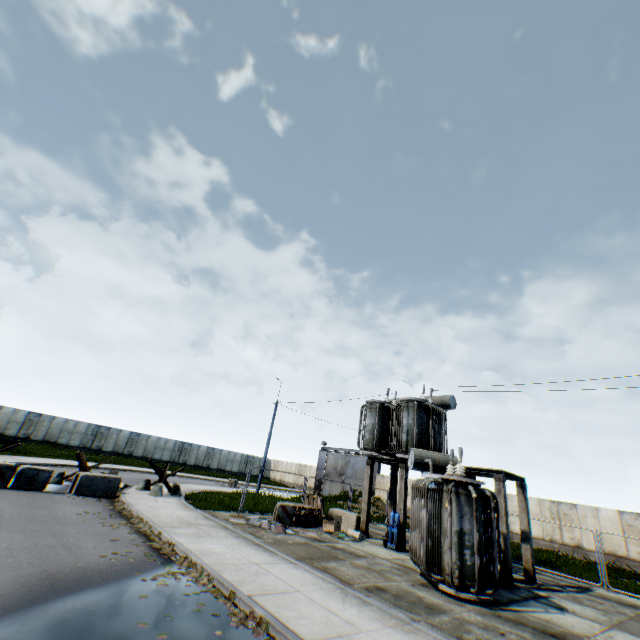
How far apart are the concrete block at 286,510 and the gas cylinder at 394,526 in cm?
417

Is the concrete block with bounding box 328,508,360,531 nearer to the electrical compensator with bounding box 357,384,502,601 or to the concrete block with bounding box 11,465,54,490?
the electrical compensator with bounding box 357,384,502,601

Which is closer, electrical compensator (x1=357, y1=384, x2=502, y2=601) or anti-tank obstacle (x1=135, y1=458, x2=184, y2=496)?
electrical compensator (x1=357, y1=384, x2=502, y2=601)

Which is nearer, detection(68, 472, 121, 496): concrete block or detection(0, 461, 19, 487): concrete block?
detection(0, 461, 19, 487): concrete block

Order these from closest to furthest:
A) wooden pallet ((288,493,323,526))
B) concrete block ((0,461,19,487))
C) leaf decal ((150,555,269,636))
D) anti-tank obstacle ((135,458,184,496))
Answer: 1. leaf decal ((150,555,269,636))
2. concrete block ((0,461,19,487))
3. wooden pallet ((288,493,323,526))
4. anti-tank obstacle ((135,458,184,496))

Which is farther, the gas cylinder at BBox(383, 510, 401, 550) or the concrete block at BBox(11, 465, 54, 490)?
the gas cylinder at BBox(383, 510, 401, 550)

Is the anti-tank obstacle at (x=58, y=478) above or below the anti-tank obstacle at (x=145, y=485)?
below

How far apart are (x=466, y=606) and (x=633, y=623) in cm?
573
